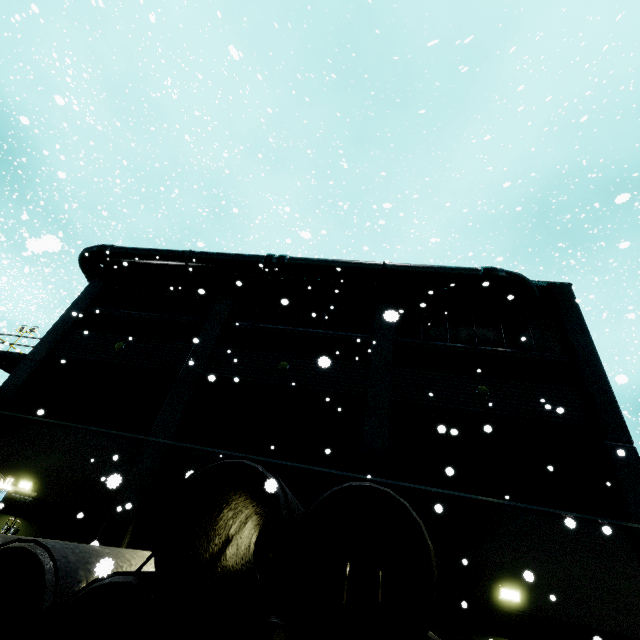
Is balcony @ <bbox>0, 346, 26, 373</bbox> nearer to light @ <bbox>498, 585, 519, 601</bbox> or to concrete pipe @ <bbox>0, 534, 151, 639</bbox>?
concrete pipe @ <bbox>0, 534, 151, 639</bbox>

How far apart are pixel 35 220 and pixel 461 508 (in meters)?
48.78

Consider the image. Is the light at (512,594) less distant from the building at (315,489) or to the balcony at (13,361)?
the building at (315,489)

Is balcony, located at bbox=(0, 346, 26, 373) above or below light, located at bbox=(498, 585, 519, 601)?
above

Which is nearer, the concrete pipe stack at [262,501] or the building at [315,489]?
the concrete pipe stack at [262,501]

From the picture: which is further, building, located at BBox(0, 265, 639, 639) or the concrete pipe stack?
building, located at BBox(0, 265, 639, 639)

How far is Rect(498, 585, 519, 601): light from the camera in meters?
8.6

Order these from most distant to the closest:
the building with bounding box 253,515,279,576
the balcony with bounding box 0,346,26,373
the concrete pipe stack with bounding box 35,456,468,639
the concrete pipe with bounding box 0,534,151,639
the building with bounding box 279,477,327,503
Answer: the balcony with bounding box 0,346,26,373 → the building with bounding box 279,477,327,503 → the building with bounding box 253,515,279,576 → the concrete pipe with bounding box 0,534,151,639 → the concrete pipe stack with bounding box 35,456,468,639
